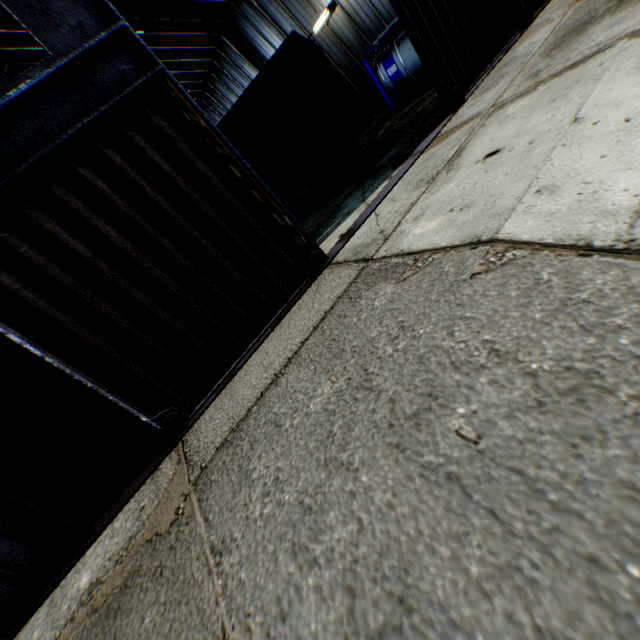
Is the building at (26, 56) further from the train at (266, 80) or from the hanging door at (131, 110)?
the train at (266, 80)

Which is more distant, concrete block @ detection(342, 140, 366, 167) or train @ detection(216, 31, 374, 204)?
concrete block @ detection(342, 140, 366, 167)

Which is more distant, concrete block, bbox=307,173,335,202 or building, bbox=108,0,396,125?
building, bbox=108,0,396,125

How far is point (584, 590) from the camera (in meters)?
1.65

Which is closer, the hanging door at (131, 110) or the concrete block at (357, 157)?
the hanging door at (131, 110)

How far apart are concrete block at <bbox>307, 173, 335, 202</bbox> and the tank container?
7.2 meters

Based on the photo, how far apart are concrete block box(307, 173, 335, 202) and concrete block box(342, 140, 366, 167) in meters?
1.2 m

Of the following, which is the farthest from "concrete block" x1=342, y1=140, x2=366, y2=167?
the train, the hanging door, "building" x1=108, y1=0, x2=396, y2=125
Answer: "building" x1=108, y1=0, x2=396, y2=125
